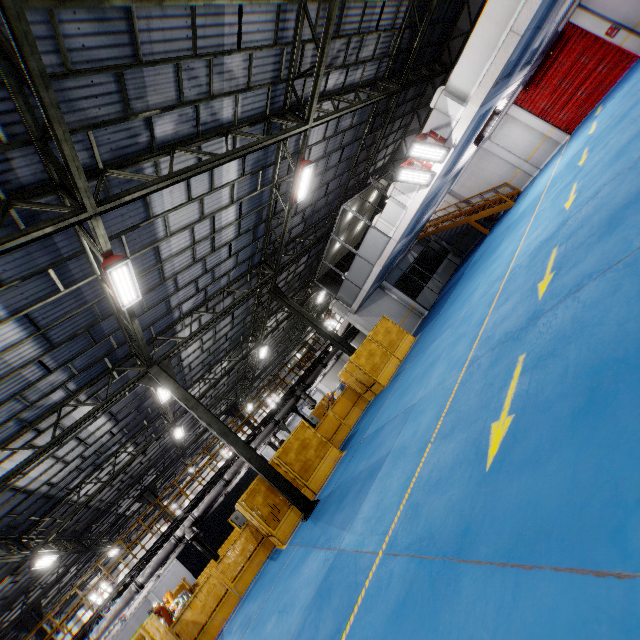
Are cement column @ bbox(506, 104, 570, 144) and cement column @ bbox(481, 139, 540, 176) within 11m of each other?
yes

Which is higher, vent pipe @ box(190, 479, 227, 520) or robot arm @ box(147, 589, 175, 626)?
vent pipe @ box(190, 479, 227, 520)

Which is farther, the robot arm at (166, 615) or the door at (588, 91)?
the door at (588, 91)

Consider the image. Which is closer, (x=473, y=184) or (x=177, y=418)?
(x=177, y=418)

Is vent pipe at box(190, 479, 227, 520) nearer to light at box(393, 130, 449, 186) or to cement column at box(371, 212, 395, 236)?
cement column at box(371, 212, 395, 236)

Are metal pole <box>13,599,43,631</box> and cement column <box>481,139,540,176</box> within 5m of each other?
no

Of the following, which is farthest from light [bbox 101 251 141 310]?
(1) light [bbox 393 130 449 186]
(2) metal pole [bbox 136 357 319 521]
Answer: (1) light [bbox 393 130 449 186]

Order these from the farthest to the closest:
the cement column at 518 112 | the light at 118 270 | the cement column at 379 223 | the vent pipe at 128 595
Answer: the cement column at 518 112 < the cement column at 379 223 < the vent pipe at 128 595 < the light at 118 270
